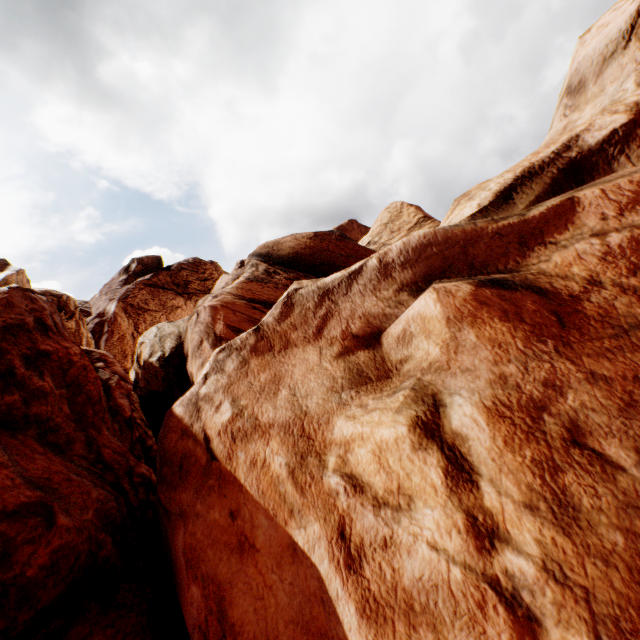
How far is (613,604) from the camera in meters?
2.3
